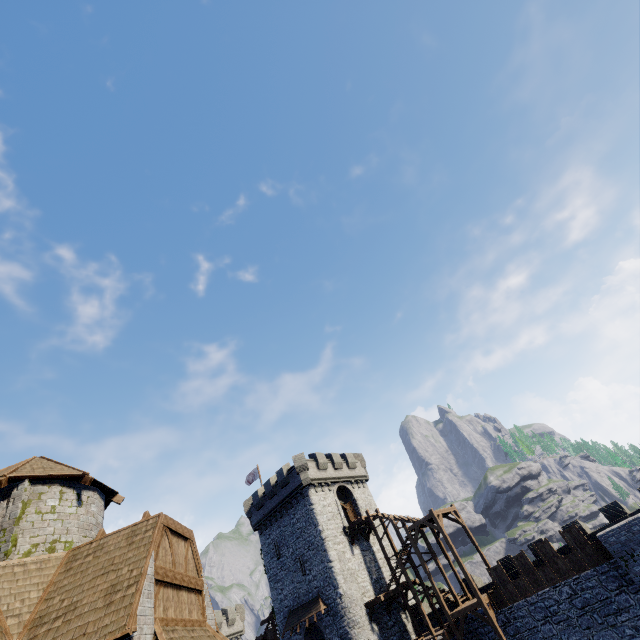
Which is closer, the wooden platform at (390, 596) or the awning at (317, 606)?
the wooden platform at (390, 596)

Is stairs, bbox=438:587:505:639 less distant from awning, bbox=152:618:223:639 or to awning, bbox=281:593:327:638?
awning, bbox=281:593:327:638

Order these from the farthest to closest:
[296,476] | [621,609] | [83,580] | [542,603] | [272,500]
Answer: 1. [272,500]
2. [296,476]
3. [542,603]
4. [621,609]
5. [83,580]

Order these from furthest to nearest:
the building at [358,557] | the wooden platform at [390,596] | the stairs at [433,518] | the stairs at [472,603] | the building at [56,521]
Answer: the building at [358,557]
the wooden platform at [390,596]
the stairs at [433,518]
the stairs at [472,603]
the building at [56,521]

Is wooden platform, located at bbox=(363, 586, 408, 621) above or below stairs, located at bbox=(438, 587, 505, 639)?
above

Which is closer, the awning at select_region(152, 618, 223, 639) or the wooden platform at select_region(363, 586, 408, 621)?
the awning at select_region(152, 618, 223, 639)

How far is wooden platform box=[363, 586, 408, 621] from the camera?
26.5 meters

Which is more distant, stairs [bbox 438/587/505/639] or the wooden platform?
the wooden platform
